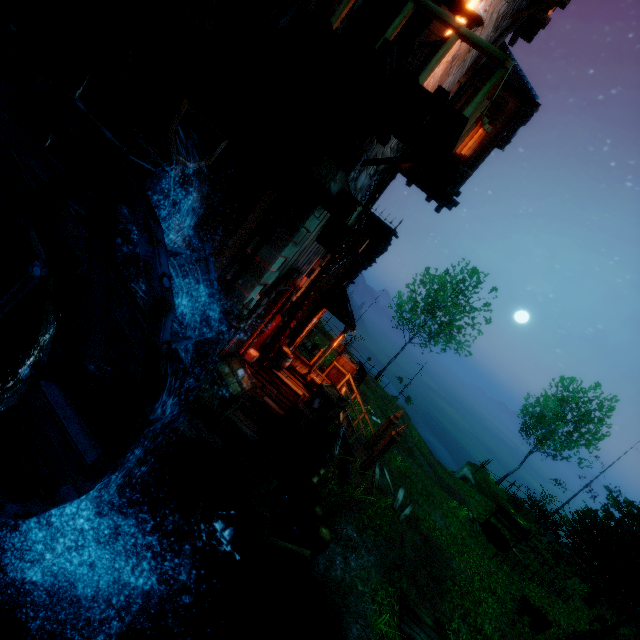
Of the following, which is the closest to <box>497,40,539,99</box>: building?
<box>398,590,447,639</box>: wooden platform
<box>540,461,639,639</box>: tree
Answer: <box>398,590,447,639</box>: wooden platform

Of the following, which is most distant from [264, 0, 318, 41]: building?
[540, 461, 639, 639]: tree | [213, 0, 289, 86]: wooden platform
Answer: [540, 461, 639, 639]: tree

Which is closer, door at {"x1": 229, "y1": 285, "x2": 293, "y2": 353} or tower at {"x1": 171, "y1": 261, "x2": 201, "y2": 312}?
tower at {"x1": 171, "y1": 261, "x2": 201, "y2": 312}

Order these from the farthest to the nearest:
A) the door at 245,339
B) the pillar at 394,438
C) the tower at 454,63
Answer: the pillar at 394,438 → the door at 245,339 → the tower at 454,63

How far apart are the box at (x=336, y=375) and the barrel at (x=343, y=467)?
2.6m

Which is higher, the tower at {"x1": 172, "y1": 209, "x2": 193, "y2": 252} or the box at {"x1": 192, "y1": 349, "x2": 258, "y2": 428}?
the tower at {"x1": 172, "y1": 209, "x2": 193, "y2": 252}

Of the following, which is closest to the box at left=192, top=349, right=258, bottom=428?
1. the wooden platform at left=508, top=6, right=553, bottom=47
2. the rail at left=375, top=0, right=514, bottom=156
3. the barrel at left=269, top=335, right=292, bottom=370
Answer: the barrel at left=269, top=335, right=292, bottom=370

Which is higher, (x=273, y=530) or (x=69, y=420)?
(x=69, y=420)
